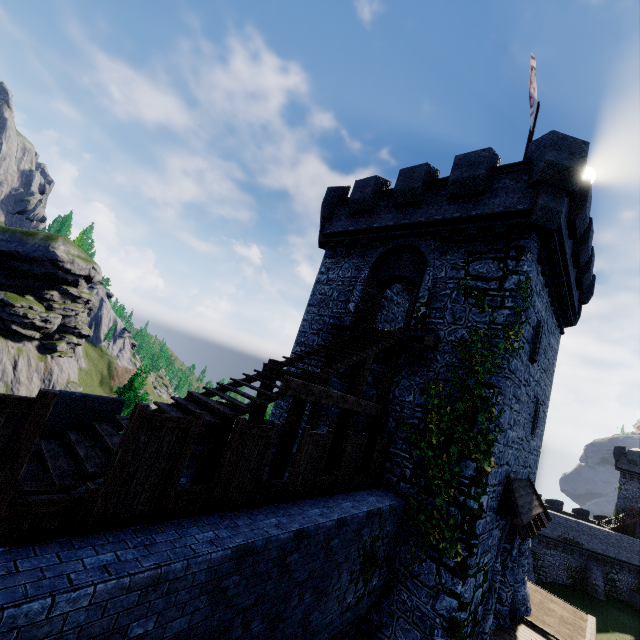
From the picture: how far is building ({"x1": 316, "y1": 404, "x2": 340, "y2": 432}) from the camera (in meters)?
13.36

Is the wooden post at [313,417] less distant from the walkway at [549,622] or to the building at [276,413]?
the building at [276,413]

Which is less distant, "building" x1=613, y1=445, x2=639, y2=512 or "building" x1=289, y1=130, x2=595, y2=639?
"building" x1=289, y1=130, x2=595, y2=639

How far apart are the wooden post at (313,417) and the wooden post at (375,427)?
1.93m

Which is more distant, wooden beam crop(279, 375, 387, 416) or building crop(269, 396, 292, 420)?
building crop(269, 396, 292, 420)

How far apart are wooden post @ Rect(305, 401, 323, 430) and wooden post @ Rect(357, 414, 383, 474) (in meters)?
1.93

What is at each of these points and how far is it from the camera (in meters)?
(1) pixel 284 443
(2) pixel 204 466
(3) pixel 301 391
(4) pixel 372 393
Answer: (1) stairs, 7.85
(2) stairs, 6.33
(3) wooden beam, 7.20
(4) building, 12.68
